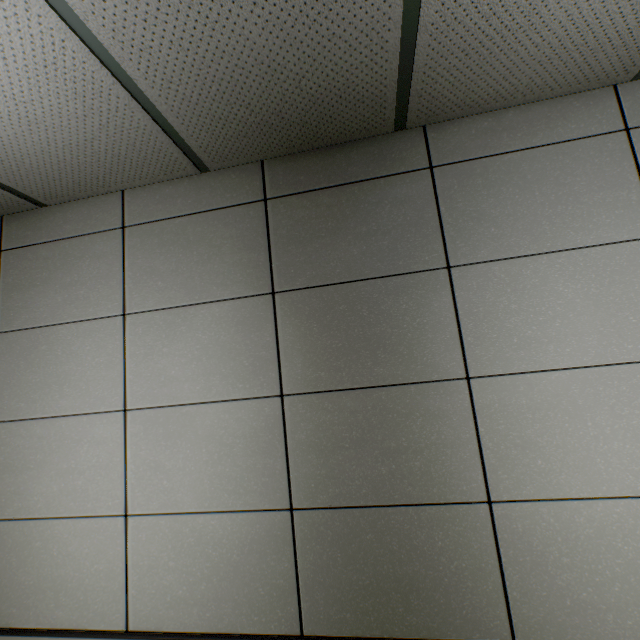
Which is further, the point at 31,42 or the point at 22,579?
the point at 22,579
